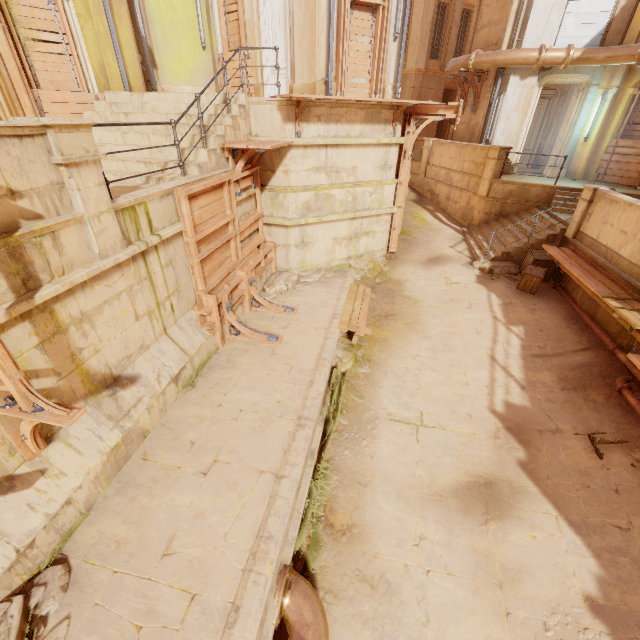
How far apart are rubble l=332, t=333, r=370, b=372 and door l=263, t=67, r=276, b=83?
8.74m

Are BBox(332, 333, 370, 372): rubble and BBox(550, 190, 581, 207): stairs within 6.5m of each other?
no

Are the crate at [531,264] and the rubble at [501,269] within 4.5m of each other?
yes

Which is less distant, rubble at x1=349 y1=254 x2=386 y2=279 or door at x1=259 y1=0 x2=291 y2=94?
door at x1=259 y1=0 x2=291 y2=94

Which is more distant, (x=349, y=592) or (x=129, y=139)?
(x=129, y=139)

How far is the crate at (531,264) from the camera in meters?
9.7

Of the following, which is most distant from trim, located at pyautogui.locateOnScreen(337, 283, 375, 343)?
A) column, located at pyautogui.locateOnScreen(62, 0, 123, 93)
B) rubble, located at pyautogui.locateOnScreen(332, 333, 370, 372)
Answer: column, located at pyautogui.locateOnScreen(62, 0, 123, 93)

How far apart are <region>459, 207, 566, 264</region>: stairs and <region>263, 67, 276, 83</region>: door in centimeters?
854cm
